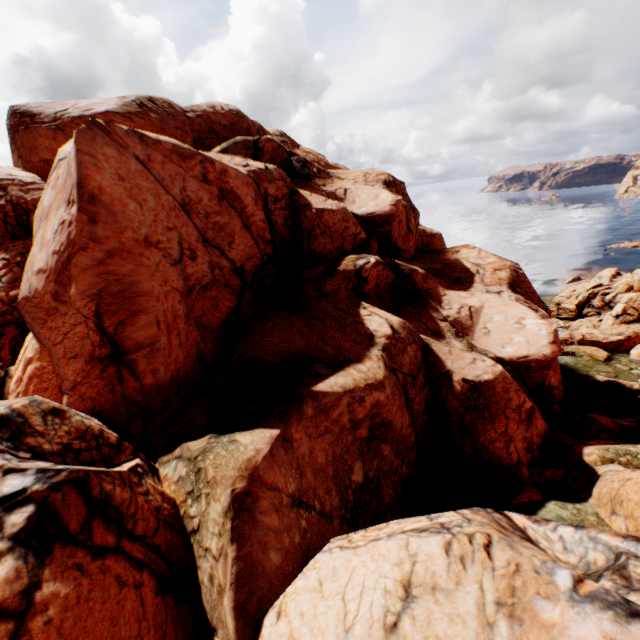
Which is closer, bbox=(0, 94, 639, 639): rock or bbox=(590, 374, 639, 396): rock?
bbox=(0, 94, 639, 639): rock

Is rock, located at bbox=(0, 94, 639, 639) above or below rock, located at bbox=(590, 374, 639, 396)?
above

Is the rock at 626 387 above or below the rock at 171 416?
below

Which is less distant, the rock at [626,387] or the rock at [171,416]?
the rock at [171,416]

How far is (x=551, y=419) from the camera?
24.06m
